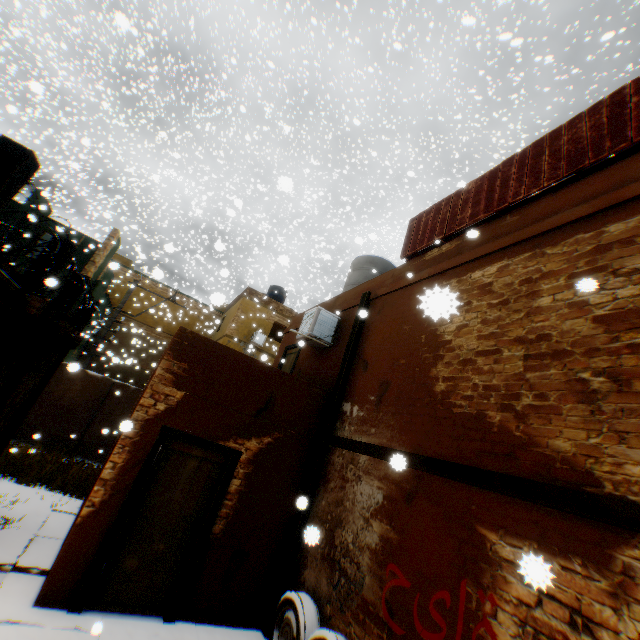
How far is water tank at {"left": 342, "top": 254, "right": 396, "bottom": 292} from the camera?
10.30m

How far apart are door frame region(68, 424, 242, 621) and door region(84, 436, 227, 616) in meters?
0.0 m

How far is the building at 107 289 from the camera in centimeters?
1633cm

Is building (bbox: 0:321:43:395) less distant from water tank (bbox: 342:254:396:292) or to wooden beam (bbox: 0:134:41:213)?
wooden beam (bbox: 0:134:41:213)

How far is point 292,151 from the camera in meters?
37.2 m

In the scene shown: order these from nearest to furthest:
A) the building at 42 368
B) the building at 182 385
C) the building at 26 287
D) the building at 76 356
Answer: the building at 182 385 < the building at 26 287 < the building at 42 368 < the building at 76 356

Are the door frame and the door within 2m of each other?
yes
